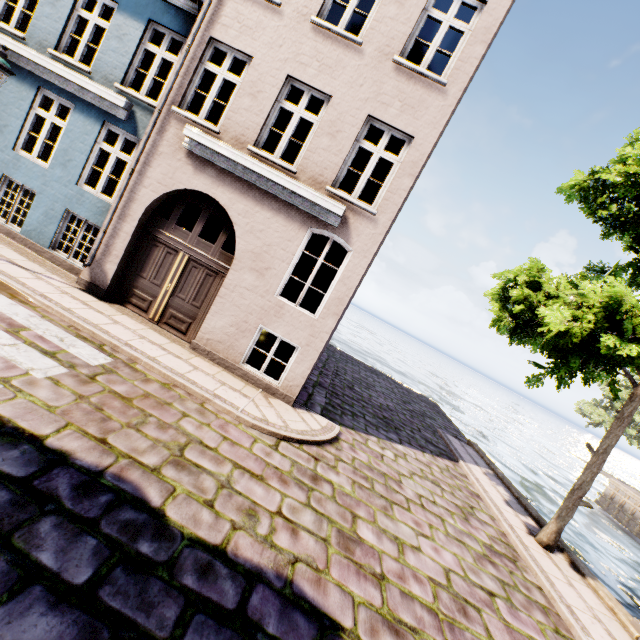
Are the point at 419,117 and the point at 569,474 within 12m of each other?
no

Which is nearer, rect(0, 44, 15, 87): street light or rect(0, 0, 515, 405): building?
→ rect(0, 44, 15, 87): street light

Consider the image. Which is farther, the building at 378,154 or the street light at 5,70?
the building at 378,154
